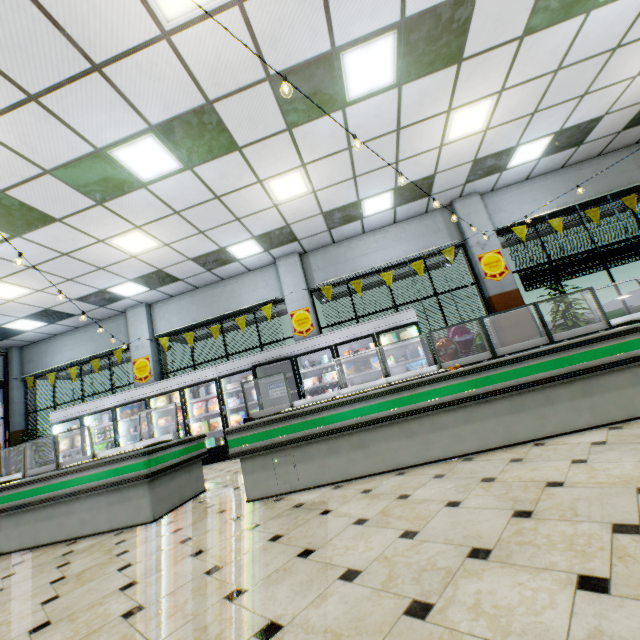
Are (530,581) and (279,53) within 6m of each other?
yes

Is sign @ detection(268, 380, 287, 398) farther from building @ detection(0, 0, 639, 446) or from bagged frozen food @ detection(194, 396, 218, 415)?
bagged frozen food @ detection(194, 396, 218, 415)

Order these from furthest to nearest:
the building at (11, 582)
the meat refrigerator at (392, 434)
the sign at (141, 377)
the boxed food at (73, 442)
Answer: the sign at (141, 377), the boxed food at (73, 442), the meat refrigerator at (392, 434), the building at (11, 582)

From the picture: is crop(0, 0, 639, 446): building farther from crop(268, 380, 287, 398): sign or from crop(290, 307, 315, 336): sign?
crop(268, 380, 287, 398): sign

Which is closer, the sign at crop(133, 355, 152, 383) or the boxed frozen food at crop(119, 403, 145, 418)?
the boxed frozen food at crop(119, 403, 145, 418)

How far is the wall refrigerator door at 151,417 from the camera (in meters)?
Result: 8.20

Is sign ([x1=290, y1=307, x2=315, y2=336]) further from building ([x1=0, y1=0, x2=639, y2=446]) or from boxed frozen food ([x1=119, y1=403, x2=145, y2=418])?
boxed frozen food ([x1=119, y1=403, x2=145, y2=418])

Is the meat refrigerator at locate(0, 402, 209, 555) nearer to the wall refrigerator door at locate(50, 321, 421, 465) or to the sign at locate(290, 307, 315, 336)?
the wall refrigerator door at locate(50, 321, 421, 465)
